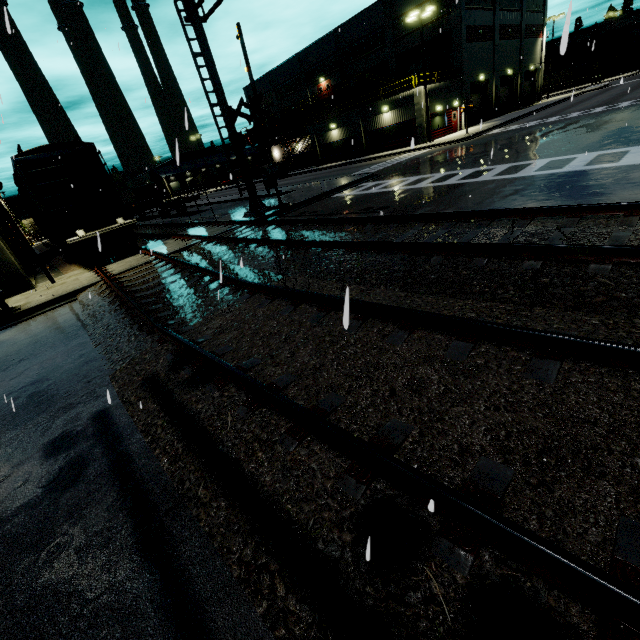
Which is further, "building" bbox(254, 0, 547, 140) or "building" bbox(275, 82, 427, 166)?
"building" bbox(254, 0, 547, 140)

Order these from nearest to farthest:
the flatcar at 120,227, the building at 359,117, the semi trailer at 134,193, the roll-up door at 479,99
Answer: the flatcar at 120,227 < the building at 359,117 < the semi trailer at 134,193 < the roll-up door at 479,99

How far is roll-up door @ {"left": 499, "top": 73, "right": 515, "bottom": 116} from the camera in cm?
4147

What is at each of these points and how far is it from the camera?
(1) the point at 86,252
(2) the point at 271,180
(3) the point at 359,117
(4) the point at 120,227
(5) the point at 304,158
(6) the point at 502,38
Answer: (1) bogie, 14.5 meters
(2) railroad crossing gate, 16.8 meters
(3) building, 36.3 meters
(4) flatcar, 14.8 meters
(5) tarp, 45.6 meters
(6) building, 38.4 meters

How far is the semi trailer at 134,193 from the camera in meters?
33.3

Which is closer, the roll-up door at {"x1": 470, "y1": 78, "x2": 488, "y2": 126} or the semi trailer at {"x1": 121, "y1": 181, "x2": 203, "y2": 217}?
the semi trailer at {"x1": 121, "y1": 181, "x2": 203, "y2": 217}

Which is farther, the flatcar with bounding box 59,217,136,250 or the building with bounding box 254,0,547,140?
the building with bounding box 254,0,547,140

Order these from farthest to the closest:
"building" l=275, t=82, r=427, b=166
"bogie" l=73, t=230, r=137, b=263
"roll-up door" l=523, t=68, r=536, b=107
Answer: "roll-up door" l=523, t=68, r=536, b=107
"building" l=275, t=82, r=427, b=166
"bogie" l=73, t=230, r=137, b=263
